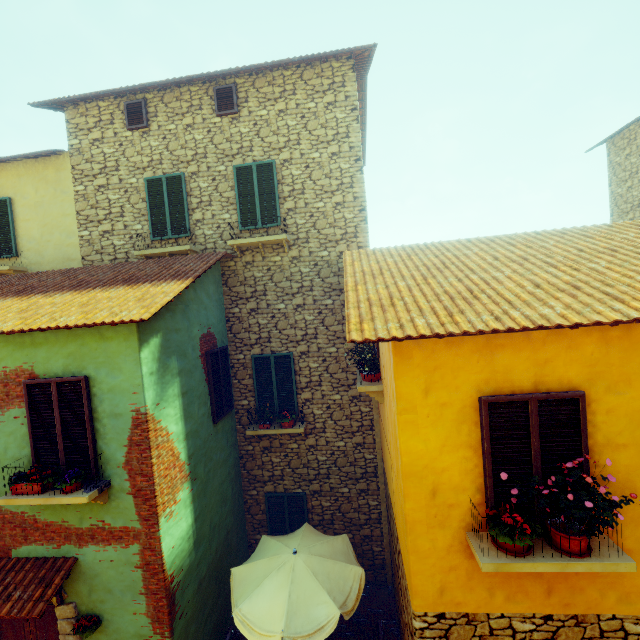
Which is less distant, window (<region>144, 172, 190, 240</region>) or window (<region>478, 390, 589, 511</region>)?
window (<region>478, 390, 589, 511</region>)

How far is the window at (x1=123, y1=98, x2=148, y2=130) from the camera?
8.5m

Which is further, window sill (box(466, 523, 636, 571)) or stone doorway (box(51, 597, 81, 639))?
stone doorway (box(51, 597, 81, 639))

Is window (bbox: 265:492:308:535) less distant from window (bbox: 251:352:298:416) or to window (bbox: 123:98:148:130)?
window (bbox: 251:352:298:416)

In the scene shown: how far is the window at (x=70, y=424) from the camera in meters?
5.2

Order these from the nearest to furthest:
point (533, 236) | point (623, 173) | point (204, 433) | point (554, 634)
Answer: point (554, 634) < point (533, 236) < point (204, 433) < point (623, 173)

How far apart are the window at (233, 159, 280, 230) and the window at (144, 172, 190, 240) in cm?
131

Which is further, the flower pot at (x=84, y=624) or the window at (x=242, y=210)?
the window at (x=242, y=210)
